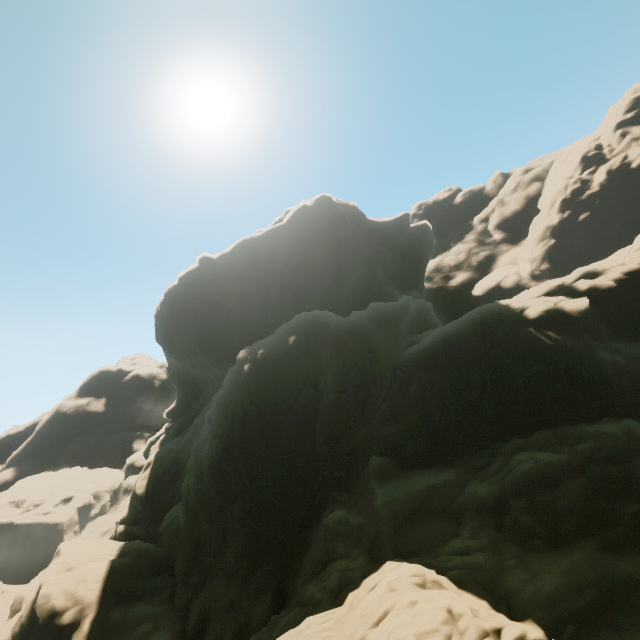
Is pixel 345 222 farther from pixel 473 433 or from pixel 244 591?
pixel 244 591
